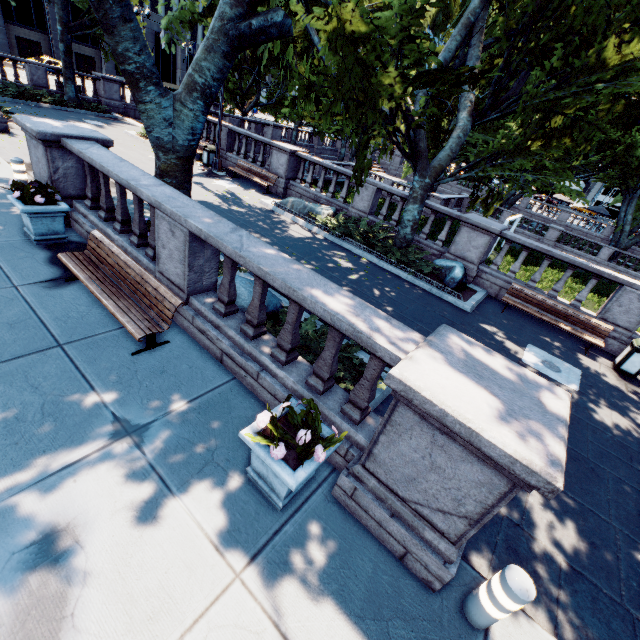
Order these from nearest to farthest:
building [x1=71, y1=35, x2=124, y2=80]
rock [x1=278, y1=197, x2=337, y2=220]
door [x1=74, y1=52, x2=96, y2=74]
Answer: rock [x1=278, y1=197, x2=337, y2=220], building [x1=71, y1=35, x2=124, y2=80], door [x1=74, y1=52, x2=96, y2=74]

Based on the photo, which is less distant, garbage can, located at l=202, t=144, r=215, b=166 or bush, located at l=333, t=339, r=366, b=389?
bush, located at l=333, t=339, r=366, b=389

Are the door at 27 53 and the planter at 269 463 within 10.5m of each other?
no

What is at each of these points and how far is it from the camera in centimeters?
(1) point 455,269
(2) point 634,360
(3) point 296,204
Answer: (1) rock, 1118cm
(2) garbage can, 888cm
(3) rock, 1395cm

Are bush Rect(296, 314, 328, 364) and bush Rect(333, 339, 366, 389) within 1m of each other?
yes

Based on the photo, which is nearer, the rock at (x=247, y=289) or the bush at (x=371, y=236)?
the rock at (x=247, y=289)

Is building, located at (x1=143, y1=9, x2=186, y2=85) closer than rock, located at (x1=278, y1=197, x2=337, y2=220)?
No

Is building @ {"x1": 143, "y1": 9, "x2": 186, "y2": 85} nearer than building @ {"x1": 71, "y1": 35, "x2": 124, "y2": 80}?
No
